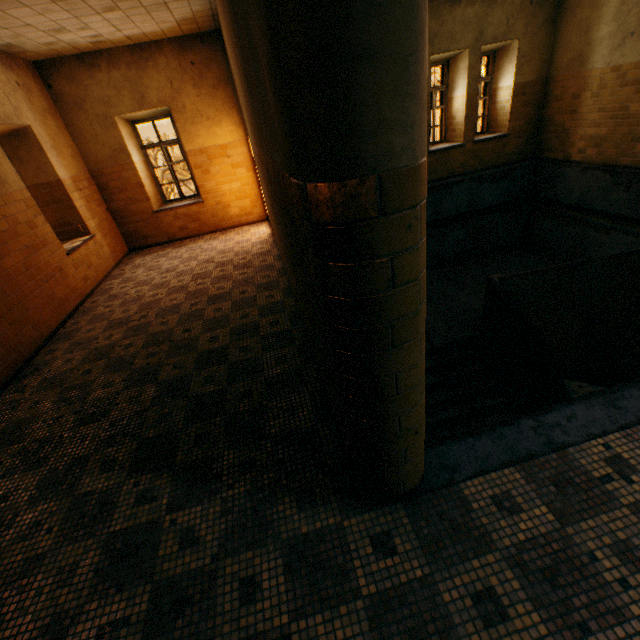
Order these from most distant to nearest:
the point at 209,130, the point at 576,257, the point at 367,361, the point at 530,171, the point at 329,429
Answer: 1. the point at 530,171
2. the point at 576,257
3. the point at 209,130
4. the point at 329,429
5. the point at 367,361

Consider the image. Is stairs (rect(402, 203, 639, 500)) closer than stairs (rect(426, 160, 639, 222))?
Yes

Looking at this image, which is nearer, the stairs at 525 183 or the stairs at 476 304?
the stairs at 476 304
